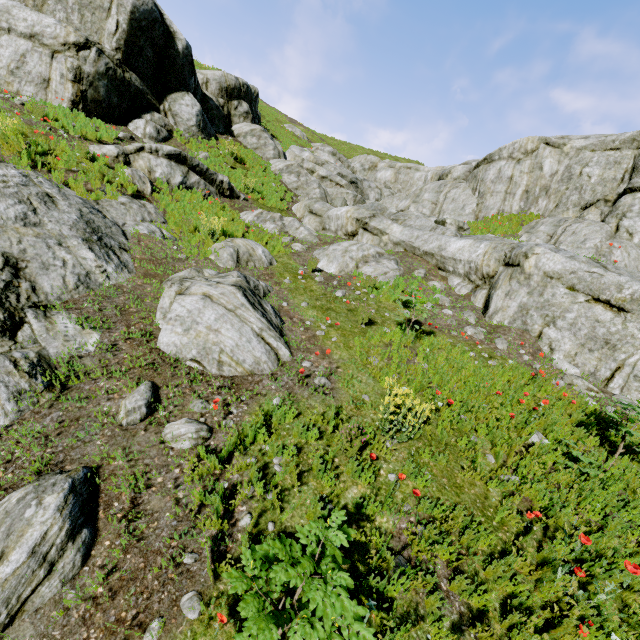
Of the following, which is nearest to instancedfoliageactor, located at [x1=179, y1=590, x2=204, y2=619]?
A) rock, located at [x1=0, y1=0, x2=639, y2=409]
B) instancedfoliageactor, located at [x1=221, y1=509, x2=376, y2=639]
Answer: rock, located at [x1=0, y1=0, x2=639, y2=409]

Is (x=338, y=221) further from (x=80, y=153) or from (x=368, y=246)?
(x=80, y=153)

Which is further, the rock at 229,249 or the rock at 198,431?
the rock at 229,249

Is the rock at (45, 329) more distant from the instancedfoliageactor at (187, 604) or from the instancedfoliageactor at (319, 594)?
the instancedfoliageactor at (187, 604)

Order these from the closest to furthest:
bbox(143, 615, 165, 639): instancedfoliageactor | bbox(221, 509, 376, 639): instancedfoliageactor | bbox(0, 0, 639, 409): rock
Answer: bbox(221, 509, 376, 639): instancedfoliageactor, bbox(143, 615, 165, 639): instancedfoliageactor, bbox(0, 0, 639, 409): rock

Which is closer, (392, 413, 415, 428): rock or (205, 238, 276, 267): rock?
(392, 413, 415, 428): rock

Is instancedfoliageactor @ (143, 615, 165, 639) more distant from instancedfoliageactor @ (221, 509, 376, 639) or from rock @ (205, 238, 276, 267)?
instancedfoliageactor @ (221, 509, 376, 639)

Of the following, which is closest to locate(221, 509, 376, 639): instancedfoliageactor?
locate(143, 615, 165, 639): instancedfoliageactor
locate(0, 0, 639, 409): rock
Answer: locate(0, 0, 639, 409): rock
